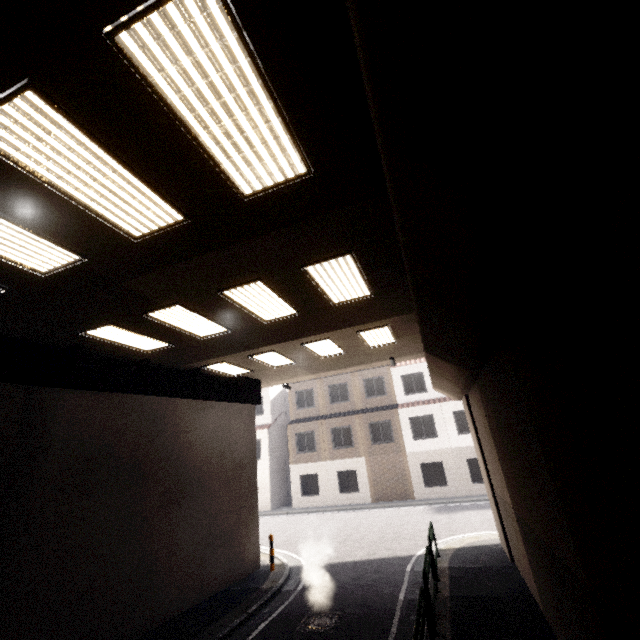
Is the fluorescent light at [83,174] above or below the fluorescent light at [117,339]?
below

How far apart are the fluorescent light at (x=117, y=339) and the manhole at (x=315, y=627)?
7.7 meters

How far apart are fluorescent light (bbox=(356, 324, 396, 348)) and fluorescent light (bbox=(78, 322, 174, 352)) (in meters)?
5.30

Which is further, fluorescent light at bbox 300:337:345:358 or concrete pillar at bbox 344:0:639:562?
fluorescent light at bbox 300:337:345:358

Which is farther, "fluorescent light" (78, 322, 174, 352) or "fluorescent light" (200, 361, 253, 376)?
"fluorescent light" (200, 361, 253, 376)

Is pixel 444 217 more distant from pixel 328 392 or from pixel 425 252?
pixel 328 392

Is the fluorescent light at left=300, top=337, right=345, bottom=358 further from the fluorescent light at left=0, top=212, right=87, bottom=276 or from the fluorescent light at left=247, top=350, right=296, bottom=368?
the fluorescent light at left=0, top=212, right=87, bottom=276

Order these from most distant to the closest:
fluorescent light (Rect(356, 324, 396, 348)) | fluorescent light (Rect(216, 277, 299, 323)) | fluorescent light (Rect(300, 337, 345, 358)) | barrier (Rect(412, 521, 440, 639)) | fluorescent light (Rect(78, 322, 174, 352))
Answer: fluorescent light (Rect(300, 337, 345, 358)) < fluorescent light (Rect(356, 324, 396, 348)) < fluorescent light (Rect(78, 322, 174, 352)) < fluorescent light (Rect(216, 277, 299, 323)) < barrier (Rect(412, 521, 440, 639))
